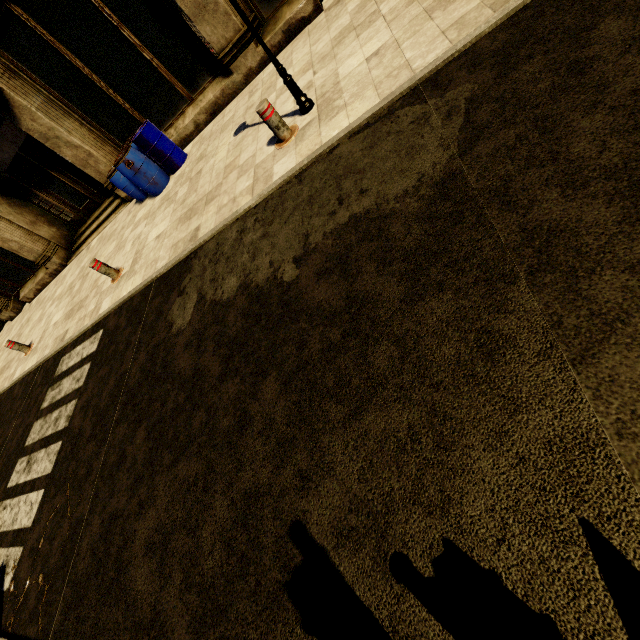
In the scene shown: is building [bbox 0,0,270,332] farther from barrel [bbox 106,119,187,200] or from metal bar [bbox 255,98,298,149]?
metal bar [bbox 255,98,298,149]

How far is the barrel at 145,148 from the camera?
7.3 meters

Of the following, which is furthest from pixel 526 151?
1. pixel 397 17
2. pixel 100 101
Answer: pixel 100 101

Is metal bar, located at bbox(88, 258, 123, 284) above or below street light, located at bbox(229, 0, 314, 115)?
above

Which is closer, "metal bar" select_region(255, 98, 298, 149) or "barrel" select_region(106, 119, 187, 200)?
"metal bar" select_region(255, 98, 298, 149)

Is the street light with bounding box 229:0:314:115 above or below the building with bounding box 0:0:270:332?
below

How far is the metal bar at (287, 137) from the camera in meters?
4.4 m

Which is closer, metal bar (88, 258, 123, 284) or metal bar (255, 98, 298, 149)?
metal bar (255, 98, 298, 149)
